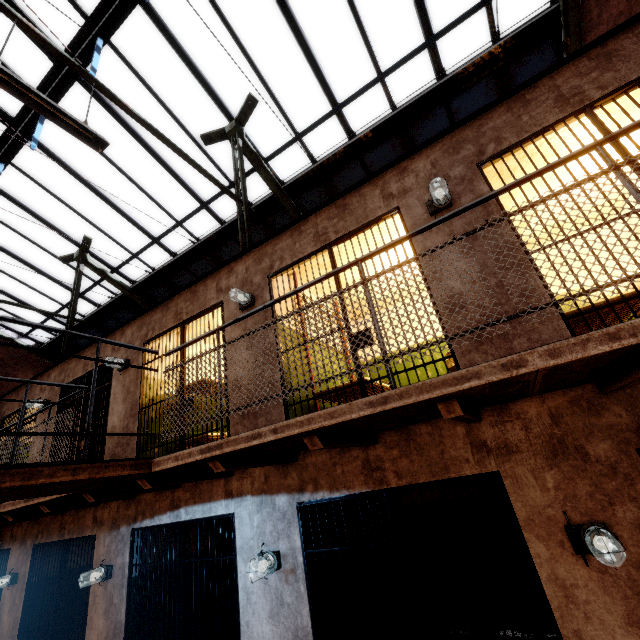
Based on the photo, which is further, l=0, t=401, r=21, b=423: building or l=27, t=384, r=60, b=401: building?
l=0, t=401, r=21, b=423: building

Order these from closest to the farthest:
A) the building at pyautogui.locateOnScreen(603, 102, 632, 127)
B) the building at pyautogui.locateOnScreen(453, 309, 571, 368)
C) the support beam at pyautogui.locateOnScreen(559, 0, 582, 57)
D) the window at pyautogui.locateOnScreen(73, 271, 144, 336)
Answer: the building at pyautogui.locateOnScreen(453, 309, 571, 368), the building at pyautogui.locateOnScreen(603, 102, 632, 127), the support beam at pyautogui.locateOnScreen(559, 0, 582, 57), the window at pyautogui.locateOnScreen(73, 271, 144, 336)

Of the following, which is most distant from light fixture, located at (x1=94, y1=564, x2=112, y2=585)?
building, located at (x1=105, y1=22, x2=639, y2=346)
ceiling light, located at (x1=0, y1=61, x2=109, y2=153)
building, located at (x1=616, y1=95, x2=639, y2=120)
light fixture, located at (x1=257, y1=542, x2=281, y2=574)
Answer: building, located at (x1=616, y1=95, x2=639, y2=120)

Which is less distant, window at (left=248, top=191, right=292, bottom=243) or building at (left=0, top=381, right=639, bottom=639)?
building at (left=0, top=381, right=639, bottom=639)

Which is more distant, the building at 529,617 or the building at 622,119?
the building at 529,617

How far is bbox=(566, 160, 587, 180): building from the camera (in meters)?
4.56

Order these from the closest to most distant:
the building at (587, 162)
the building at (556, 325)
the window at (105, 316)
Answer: the building at (556, 325) → the building at (587, 162) → the window at (105, 316)

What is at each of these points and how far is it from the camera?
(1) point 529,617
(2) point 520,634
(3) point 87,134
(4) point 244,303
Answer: (1) building, 4.9 meters
(2) building, 4.8 meters
(3) ceiling light, 3.5 meters
(4) light fixture, 4.7 meters
